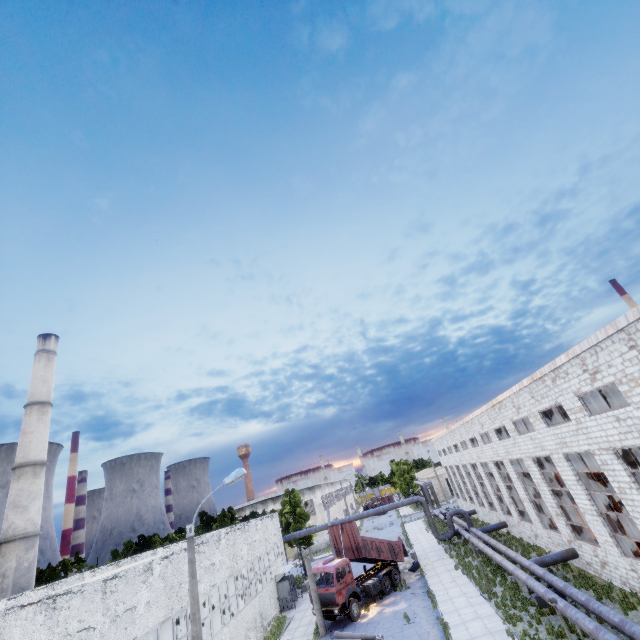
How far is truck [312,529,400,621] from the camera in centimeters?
2306cm

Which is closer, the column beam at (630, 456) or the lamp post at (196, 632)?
the lamp post at (196, 632)

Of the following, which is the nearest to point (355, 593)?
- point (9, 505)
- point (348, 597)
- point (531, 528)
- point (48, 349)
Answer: point (348, 597)

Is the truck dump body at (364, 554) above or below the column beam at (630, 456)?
below

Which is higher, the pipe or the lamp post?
the lamp post

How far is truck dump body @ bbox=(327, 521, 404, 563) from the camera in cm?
2678

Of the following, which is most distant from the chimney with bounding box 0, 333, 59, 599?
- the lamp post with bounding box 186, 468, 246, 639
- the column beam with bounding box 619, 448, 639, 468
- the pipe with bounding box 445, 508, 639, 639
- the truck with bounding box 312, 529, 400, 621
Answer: the column beam with bounding box 619, 448, 639, 468

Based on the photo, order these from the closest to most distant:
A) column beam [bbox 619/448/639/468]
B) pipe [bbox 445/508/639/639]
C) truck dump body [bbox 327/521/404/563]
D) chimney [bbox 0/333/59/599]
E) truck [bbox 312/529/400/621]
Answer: pipe [bbox 445/508/639/639]
column beam [bbox 619/448/639/468]
truck [bbox 312/529/400/621]
truck dump body [bbox 327/521/404/563]
chimney [bbox 0/333/59/599]
